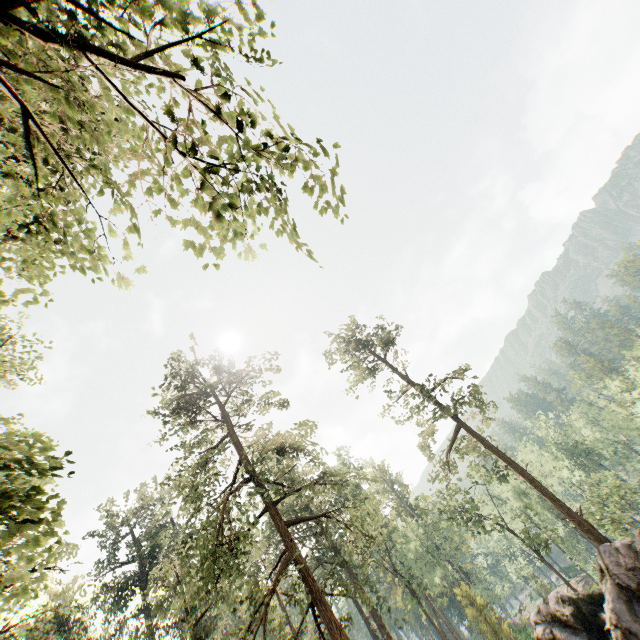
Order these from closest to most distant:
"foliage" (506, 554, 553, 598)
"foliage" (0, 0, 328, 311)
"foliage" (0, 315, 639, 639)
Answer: "foliage" (0, 0, 328, 311) < "foliage" (0, 315, 639, 639) < "foliage" (506, 554, 553, 598)

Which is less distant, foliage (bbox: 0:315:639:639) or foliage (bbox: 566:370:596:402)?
foliage (bbox: 0:315:639:639)

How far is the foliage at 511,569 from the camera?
49.3m

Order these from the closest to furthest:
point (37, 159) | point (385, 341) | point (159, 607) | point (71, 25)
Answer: point (37, 159) < point (71, 25) < point (159, 607) < point (385, 341)

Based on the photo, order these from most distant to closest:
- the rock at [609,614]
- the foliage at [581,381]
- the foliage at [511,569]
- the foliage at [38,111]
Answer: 1. the foliage at [581,381]
2. the foliage at [511,569]
3. the rock at [609,614]
4. the foliage at [38,111]

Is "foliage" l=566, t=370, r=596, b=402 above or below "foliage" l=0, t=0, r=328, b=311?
below

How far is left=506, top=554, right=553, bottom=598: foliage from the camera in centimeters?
4934cm
